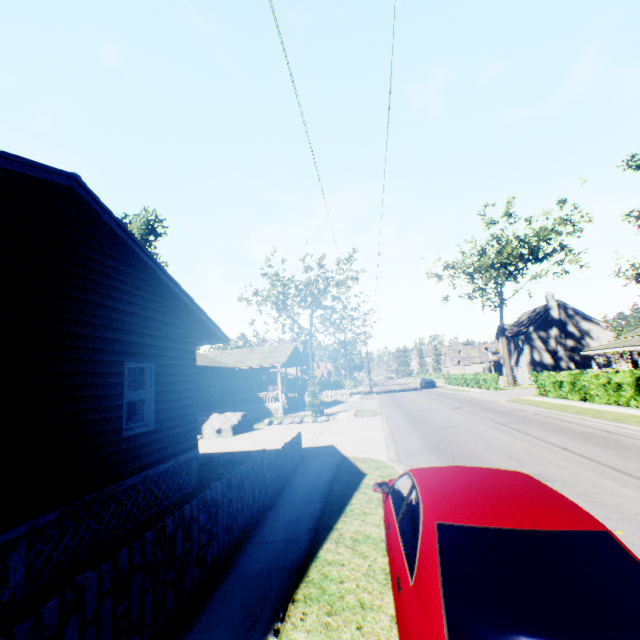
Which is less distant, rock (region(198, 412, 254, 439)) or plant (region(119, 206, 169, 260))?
rock (region(198, 412, 254, 439))

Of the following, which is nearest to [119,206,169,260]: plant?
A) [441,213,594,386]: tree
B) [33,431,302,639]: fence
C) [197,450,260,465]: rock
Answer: [441,213,594,386]: tree

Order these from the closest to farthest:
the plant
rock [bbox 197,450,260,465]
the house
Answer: the house
rock [bbox 197,450,260,465]
the plant

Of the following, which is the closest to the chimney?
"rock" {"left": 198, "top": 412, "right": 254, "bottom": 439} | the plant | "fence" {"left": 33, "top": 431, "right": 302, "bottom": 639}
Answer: "rock" {"left": 198, "top": 412, "right": 254, "bottom": 439}

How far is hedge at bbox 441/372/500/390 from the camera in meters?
34.9

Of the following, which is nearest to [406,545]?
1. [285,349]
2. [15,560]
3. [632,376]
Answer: [15,560]

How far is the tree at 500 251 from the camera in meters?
34.8

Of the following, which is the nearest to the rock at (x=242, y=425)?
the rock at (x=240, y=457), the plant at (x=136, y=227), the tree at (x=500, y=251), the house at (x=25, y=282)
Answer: the rock at (x=240, y=457)
